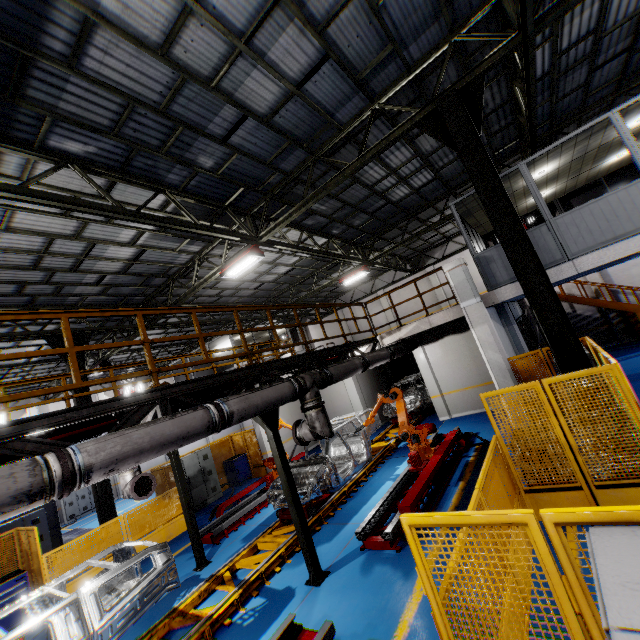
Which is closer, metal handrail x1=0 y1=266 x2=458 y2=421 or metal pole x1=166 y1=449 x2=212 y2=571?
metal handrail x1=0 y1=266 x2=458 y2=421

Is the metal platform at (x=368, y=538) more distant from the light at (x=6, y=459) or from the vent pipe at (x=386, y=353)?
the light at (x=6, y=459)

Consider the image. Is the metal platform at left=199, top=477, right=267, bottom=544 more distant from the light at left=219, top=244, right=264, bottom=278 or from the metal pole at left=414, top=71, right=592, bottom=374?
the metal pole at left=414, top=71, right=592, bottom=374

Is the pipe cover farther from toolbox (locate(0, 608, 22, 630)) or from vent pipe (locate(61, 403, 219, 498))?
toolbox (locate(0, 608, 22, 630))

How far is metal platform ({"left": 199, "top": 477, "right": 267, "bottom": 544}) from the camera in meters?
9.4

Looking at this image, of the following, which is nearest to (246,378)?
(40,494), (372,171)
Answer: (40,494)

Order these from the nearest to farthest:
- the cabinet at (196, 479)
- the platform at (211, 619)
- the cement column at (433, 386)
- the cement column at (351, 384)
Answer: the platform at (211, 619) → the cabinet at (196, 479) → the cement column at (433, 386) → the cement column at (351, 384)

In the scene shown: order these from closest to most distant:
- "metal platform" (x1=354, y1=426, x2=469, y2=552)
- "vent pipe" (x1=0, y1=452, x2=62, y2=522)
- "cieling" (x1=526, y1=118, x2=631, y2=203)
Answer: "vent pipe" (x1=0, y1=452, x2=62, y2=522), "metal platform" (x1=354, y1=426, x2=469, y2=552), "cieling" (x1=526, y1=118, x2=631, y2=203)
